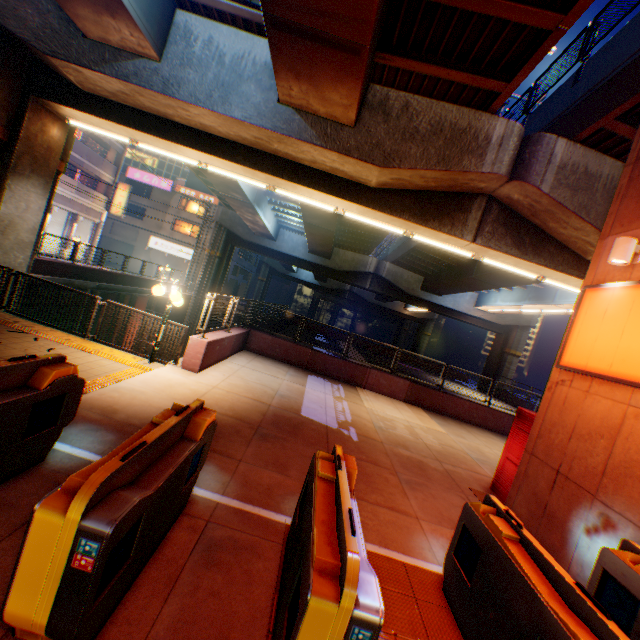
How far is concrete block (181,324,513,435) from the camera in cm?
920

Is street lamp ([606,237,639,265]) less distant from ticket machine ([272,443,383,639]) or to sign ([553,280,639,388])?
sign ([553,280,639,388])

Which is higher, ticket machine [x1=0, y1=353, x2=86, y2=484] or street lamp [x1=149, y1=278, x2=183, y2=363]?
street lamp [x1=149, y1=278, x2=183, y2=363]

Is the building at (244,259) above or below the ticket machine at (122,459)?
above

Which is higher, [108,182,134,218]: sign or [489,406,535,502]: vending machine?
[108,182,134,218]: sign

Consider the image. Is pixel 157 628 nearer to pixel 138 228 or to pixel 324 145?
pixel 324 145

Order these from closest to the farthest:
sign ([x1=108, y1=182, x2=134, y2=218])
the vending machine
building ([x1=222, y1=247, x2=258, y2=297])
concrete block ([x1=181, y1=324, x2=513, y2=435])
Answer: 1. the vending machine
2. concrete block ([x1=181, y1=324, x2=513, y2=435])
3. sign ([x1=108, y1=182, x2=134, y2=218])
4. building ([x1=222, y1=247, x2=258, y2=297])

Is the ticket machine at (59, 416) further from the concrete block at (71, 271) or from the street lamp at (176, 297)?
the concrete block at (71, 271)
